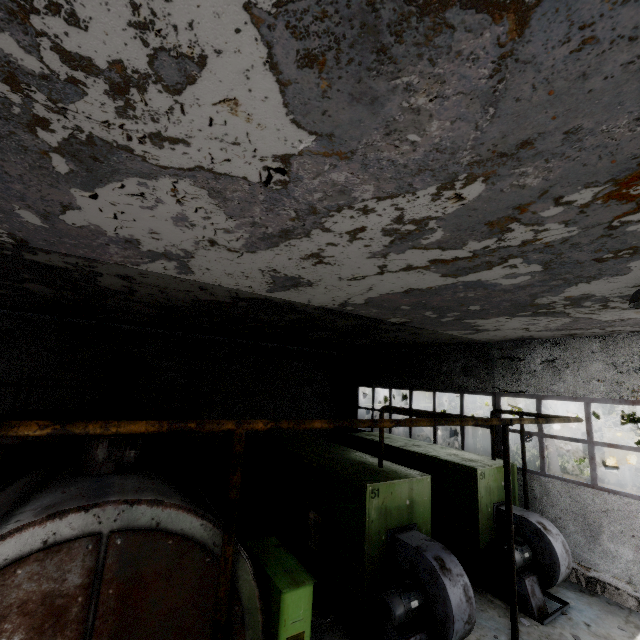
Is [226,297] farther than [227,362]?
No

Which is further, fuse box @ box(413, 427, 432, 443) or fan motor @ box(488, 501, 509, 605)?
fuse box @ box(413, 427, 432, 443)

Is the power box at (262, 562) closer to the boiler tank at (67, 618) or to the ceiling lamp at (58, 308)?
the boiler tank at (67, 618)

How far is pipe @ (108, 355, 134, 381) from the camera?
9.4m

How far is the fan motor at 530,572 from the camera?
7.5m

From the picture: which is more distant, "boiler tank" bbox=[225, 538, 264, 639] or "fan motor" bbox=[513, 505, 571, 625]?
"fan motor" bbox=[513, 505, 571, 625]

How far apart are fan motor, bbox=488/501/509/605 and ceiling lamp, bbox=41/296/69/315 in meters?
12.8
